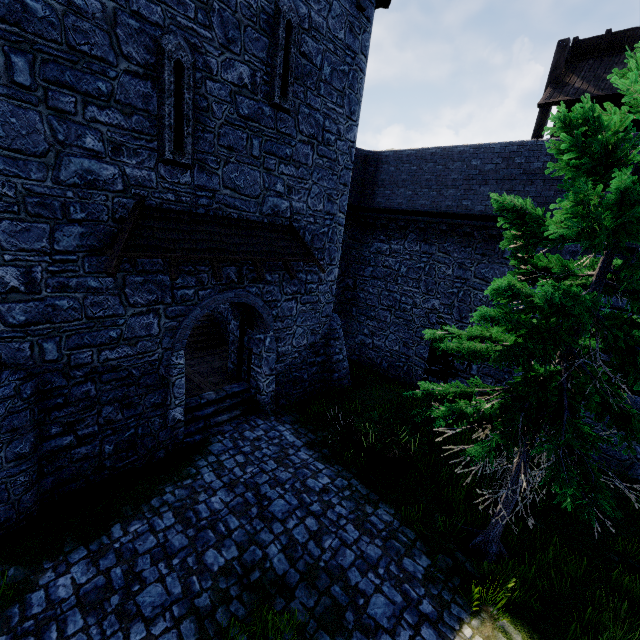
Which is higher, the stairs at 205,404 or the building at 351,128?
the building at 351,128

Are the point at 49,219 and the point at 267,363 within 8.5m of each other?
yes

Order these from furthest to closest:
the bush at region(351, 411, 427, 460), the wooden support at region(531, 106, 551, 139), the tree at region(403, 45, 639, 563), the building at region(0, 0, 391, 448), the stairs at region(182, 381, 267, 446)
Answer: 1. the wooden support at region(531, 106, 551, 139)
2. the stairs at region(182, 381, 267, 446)
3. the bush at region(351, 411, 427, 460)
4. the building at region(0, 0, 391, 448)
5. the tree at region(403, 45, 639, 563)

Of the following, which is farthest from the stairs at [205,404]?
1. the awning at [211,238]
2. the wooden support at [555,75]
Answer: the wooden support at [555,75]

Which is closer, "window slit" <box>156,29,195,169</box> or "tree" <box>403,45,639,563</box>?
"tree" <box>403,45,639,563</box>

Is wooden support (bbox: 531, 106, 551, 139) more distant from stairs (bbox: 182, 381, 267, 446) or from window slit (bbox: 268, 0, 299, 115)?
stairs (bbox: 182, 381, 267, 446)

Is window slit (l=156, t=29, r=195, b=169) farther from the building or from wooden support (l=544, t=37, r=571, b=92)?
wooden support (l=544, t=37, r=571, b=92)

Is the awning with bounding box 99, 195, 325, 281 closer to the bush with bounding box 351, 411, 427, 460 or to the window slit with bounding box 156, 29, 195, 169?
the window slit with bounding box 156, 29, 195, 169
